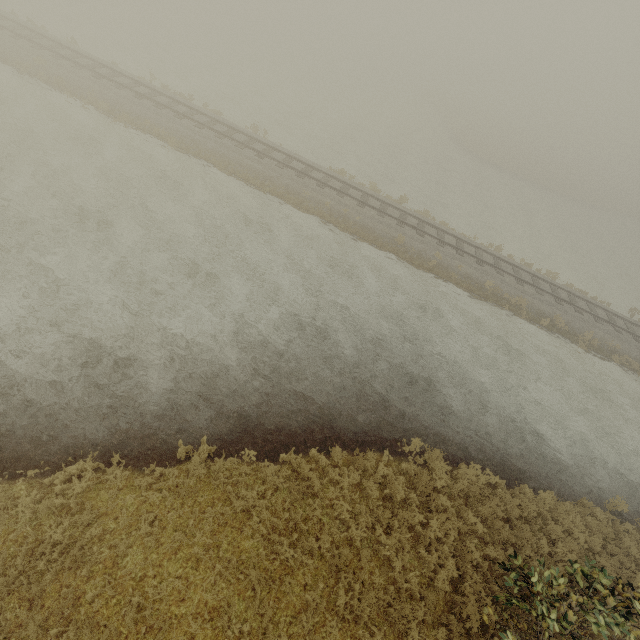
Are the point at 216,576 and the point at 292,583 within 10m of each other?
yes
